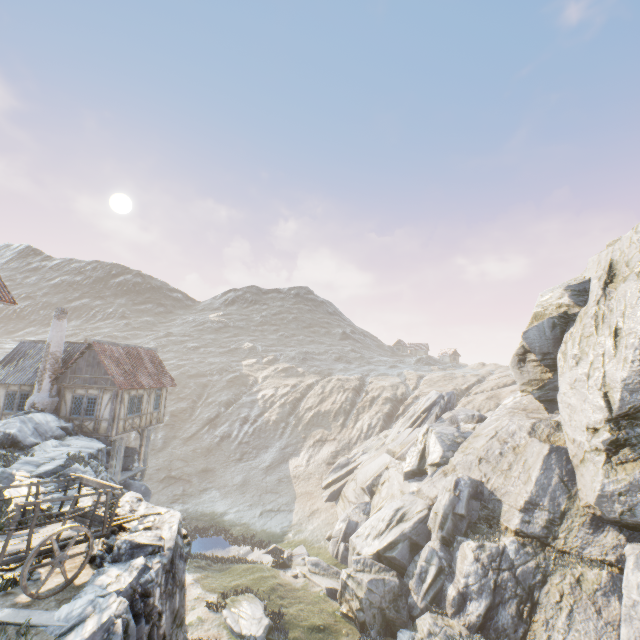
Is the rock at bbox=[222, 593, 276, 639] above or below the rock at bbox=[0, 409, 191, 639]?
below

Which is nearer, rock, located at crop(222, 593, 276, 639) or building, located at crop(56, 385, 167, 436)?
rock, located at crop(222, 593, 276, 639)

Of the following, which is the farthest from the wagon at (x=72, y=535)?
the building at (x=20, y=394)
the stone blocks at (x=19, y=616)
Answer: the building at (x=20, y=394)

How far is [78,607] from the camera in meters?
5.7

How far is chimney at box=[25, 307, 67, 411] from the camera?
20.00m

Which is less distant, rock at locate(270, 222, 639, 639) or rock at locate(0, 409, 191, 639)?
rock at locate(0, 409, 191, 639)

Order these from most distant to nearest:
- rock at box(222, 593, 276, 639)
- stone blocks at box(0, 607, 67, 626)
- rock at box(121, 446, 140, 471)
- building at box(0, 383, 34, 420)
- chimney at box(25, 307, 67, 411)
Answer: rock at box(121, 446, 140, 471) < building at box(0, 383, 34, 420) < chimney at box(25, 307, 67, 411) < rock at box(222, 593, 276, 639) < stone blocks at box(0, 607, 67, 626)

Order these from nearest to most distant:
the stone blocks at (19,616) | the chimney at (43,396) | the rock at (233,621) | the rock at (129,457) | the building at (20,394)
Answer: the stone blocks at (19,616), the rock at (233,621), the chimney at (43,396), the building at (20,394), the rock at (129,457)
